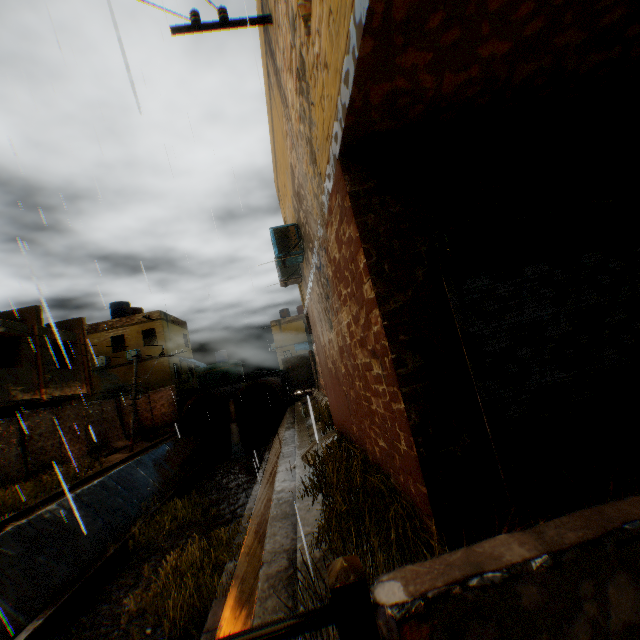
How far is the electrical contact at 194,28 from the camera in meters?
5.1 m

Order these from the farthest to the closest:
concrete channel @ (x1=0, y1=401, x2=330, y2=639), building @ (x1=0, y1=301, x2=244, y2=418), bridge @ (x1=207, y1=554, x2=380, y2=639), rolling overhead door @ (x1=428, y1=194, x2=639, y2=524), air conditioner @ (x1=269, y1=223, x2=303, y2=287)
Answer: building @ (x1=0, y1=301, x2=244, y2=418), air conditioner @ (x1=269, y1=223, x2=303, y2=287), concrete channel @ (x1=0, y1=401, x2=330, y2=639), rolling overhead door @ (x1=428, y1=194, x2=639, y2=524), bridge @ (x1=207, y1=554, x2=380, y2=639)

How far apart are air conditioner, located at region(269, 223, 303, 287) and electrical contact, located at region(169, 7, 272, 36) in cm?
369

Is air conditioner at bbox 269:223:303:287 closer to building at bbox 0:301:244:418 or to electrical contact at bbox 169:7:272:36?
building at bbox 0:301:244:418

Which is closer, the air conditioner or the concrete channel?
the concrete channel

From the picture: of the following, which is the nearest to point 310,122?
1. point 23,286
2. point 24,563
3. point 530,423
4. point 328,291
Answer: point 328,291

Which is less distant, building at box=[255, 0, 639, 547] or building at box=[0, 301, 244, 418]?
building at box=[255, 0, 639, 547]

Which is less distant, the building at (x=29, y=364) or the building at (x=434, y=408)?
the building at (x=434, y=408)
